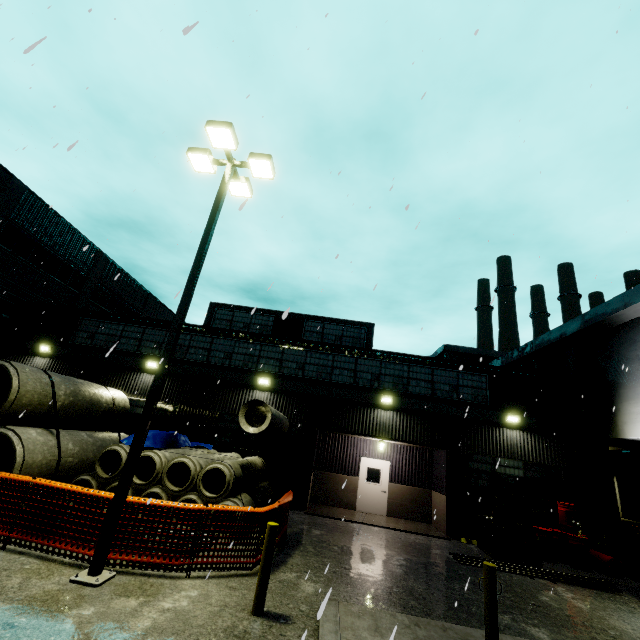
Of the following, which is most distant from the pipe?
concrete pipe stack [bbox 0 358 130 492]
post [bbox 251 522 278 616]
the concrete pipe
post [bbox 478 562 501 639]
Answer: post [bbox 251 522 278 616]

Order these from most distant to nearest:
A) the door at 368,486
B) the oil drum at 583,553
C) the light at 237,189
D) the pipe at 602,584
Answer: the door at 368,486 < the oil drum at 583,553 < the pipe at 602,584 < the light at 237,189

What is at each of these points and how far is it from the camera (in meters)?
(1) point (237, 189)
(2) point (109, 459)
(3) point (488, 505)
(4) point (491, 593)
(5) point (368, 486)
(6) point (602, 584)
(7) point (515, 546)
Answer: (1) light, 10.05
(2) concrete pipe stack, 10.20
(3) building, 13.98
(4) post, 5.41
(5) door, 16.17
(6) pipe, 9.95
(7) forklift, 10.86

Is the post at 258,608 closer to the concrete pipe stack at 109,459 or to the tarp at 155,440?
the concrete pipe stack at 109,459

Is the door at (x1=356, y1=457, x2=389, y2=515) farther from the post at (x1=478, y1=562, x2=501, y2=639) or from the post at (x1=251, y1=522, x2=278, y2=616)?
the post at (x1=251, y1=522, x2=278, y2=616)

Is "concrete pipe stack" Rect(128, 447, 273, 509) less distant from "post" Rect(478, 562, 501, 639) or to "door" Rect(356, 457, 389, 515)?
"door" Rect(356, 457, 389, 515)

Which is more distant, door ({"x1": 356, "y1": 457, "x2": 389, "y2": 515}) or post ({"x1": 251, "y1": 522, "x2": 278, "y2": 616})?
door ({"x1": 356, "y1": 457, "x2": 389, "y2": 515})

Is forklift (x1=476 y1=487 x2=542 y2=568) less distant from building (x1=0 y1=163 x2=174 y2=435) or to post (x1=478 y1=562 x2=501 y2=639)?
building (x1=0 y1=163 x2=174 y2=435)
